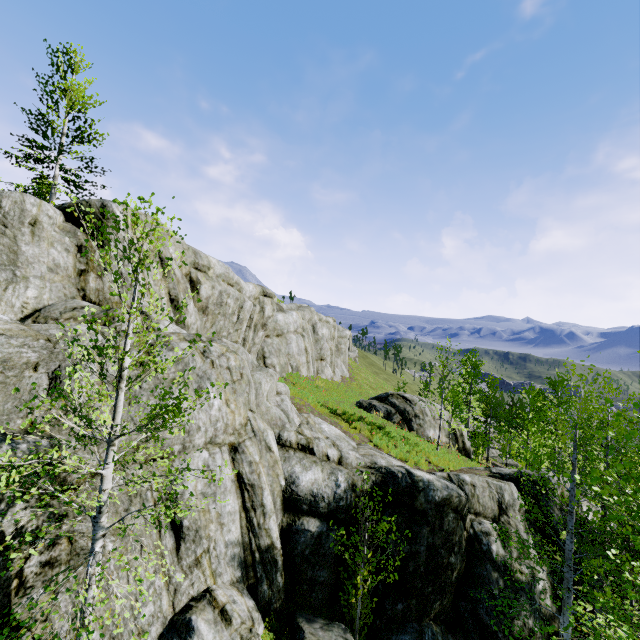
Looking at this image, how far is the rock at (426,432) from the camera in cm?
2242

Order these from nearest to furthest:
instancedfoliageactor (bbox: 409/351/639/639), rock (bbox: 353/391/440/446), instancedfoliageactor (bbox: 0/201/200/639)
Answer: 1. instancedfoliageactor (bbox: 0/201/200/639)
2. instancedfoliageactor (bbox: 409/351/639/639)
3. rock (bbox: 353/391/440/446)

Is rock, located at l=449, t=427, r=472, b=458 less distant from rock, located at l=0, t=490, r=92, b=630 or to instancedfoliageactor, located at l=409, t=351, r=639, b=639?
rock, located at l=0, t=490, r=92, b=630

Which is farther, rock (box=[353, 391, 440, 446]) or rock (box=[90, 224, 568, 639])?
rock (box=[353, 391, 440, 446])

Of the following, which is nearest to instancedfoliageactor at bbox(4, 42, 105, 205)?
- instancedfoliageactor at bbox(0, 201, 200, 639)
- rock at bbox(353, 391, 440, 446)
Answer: rock at bbox(353, 391, 440, 446)

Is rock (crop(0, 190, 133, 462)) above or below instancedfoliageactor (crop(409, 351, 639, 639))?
above

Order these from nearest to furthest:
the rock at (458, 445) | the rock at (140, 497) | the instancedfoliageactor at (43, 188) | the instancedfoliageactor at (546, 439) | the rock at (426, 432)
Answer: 1. the instancedfoliageactor at (546, 439)
2. the rock at (140, 497)
3. the instancedfoliageactor at (43, 188)
4. the rock at (426, 432)
5. the rock at (458, 445)

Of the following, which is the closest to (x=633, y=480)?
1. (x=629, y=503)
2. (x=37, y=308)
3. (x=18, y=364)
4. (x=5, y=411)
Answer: (x=629, y=503)
